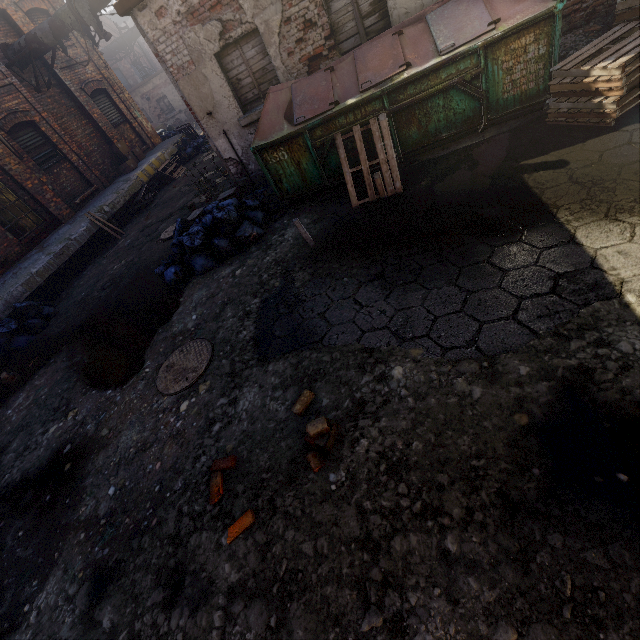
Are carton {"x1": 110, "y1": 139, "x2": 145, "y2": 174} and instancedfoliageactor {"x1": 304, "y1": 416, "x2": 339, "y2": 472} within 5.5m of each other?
no

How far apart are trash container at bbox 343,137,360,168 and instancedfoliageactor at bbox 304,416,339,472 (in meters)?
4.45

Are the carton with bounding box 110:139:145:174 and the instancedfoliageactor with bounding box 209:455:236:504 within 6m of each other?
no

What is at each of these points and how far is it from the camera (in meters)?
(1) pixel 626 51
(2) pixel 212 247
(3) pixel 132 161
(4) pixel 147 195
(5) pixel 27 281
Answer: (1) pallet, 3.75
(2) trash bag, 5.93
(3) carton, 13.45
(4) pallet, 12.77
(5) building, 8.36

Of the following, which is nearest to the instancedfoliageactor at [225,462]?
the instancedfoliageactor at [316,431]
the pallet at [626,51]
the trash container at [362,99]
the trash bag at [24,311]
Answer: the instancedfoliageactor at [316,431]

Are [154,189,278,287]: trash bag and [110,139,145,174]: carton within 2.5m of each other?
no

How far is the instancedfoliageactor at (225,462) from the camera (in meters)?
2.75

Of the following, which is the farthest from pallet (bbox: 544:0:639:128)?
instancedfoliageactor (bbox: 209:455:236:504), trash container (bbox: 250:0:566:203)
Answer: instancedfoliageactor (bbox: 209:455:236:504)
